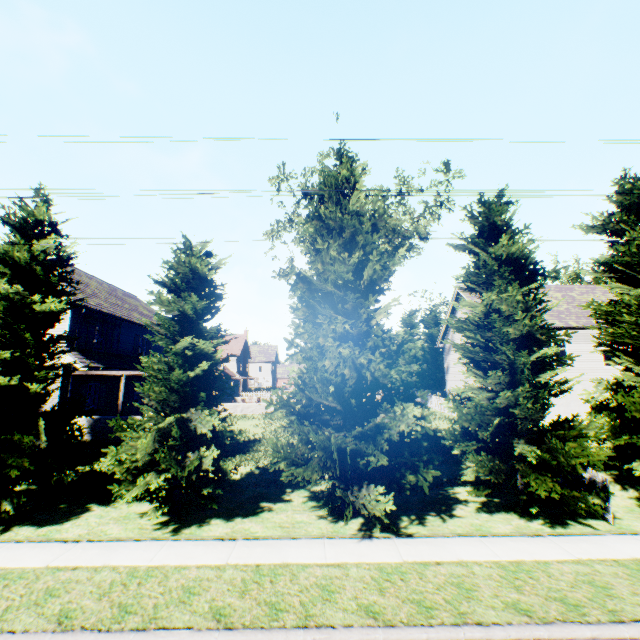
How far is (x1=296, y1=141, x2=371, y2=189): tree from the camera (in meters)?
11.23

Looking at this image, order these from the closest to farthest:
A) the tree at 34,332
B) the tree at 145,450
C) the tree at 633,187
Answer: the tree at 145,450, the tree at 34,332, the tree at 633,187

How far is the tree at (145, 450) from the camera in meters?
9.0 m

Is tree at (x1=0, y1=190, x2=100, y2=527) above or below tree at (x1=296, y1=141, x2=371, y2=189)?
below

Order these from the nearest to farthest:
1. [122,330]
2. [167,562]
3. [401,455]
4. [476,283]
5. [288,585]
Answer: [288,585] < [167,562] < [401,455] < [476,283] < [122,330]

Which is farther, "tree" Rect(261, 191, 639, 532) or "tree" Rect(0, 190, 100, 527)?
"tree" Rect(0, 190, 100, 527)
